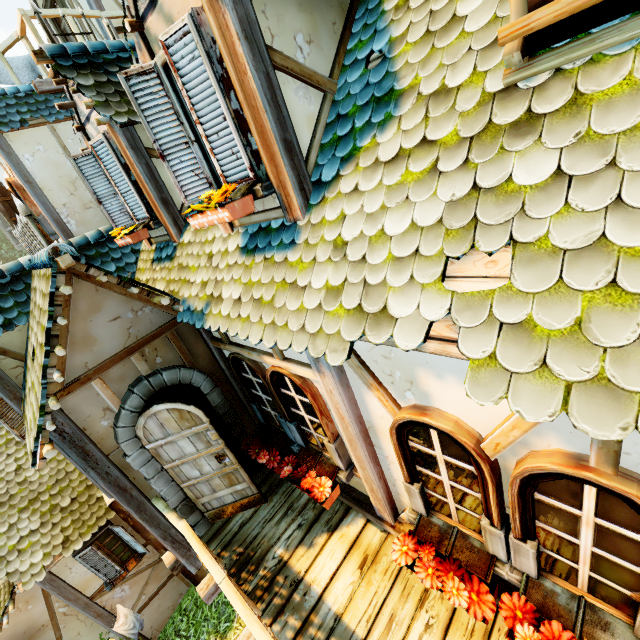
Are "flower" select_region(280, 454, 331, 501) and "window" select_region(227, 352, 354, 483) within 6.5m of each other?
yes

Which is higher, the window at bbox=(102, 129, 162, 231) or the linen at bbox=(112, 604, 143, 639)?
the window at bbox=(102, 129, 162, 231)

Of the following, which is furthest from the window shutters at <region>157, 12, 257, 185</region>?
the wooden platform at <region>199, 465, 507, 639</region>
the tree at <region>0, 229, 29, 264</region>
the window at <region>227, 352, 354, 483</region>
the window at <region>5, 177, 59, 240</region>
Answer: the tree at <region>0, 229, 29, 264</region>

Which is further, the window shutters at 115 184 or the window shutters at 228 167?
the window shutters at 115 184

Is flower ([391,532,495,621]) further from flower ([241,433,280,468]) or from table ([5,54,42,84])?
table ([5,54,42,84])

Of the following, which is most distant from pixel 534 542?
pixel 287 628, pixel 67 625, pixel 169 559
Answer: pixel 67 625

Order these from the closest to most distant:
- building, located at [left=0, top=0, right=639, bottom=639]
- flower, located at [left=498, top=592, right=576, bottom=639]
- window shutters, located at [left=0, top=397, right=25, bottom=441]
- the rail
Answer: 1. building, located at [left=0, top=0, right=639, bottom=639]
2. flower, located at [left=498, top=592, right=576, bottom=639]
3. window shutters, located at [left=0, top=397, right=25, bottom=441]
4. the rail

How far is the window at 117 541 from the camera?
7.1m
